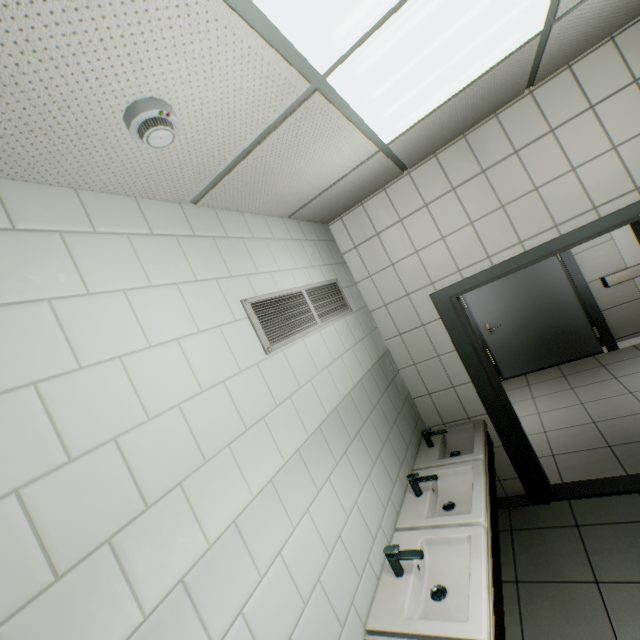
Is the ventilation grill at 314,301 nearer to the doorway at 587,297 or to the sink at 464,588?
the sink at 464,588

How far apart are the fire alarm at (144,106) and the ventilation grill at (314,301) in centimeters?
82cm

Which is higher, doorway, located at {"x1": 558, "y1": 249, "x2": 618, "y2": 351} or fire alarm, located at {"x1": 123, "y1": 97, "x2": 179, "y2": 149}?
fire alarm, located at {"x1": 123, "y1": 97, "x2": 179, "y2": 149}

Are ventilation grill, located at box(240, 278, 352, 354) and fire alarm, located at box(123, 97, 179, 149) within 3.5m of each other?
yes

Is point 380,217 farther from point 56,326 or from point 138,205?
point 56,326

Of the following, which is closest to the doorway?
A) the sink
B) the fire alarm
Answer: the sink

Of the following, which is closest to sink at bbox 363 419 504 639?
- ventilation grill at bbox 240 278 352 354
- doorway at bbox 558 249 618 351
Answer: ventilation grill at bbox 240 278 352 354

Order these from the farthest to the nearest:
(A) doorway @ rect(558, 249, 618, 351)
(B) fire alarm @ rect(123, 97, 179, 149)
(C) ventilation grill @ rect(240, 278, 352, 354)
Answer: (A) doorway @ rect(558, 249, 618, 351), (C) ventilation grill @ rect(240, 278, 352, 354), (B) fire alarm @ rect(123, 97, 179, 149)
